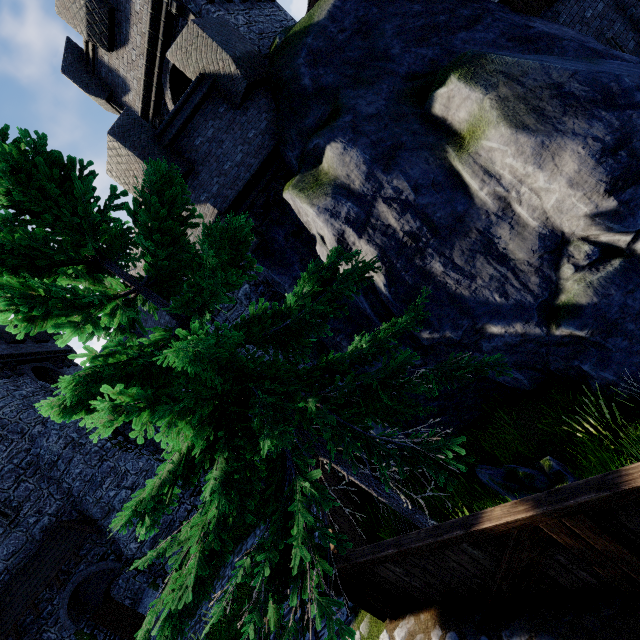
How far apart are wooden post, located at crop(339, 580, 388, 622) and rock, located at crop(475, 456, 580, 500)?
2.21m

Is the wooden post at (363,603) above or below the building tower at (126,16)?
below

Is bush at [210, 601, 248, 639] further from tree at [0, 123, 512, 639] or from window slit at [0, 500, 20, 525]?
window slit at [0, 500, 20, 525]

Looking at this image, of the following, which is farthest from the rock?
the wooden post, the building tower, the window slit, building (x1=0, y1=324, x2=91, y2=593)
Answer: the window slit

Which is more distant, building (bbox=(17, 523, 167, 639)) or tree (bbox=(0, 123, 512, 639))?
building (bbox=(17, 523, 167, 639))

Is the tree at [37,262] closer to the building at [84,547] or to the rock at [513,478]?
the rock at [513,478]

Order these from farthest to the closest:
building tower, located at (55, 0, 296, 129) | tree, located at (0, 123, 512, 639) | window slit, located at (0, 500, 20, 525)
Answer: window slit, located at (0, 500, 20, 525) < building tower, located at (55, 0, 296, 129) < tree, located at (0, 123, 512, 639)

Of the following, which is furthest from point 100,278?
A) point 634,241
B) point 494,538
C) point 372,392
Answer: point 634,241
